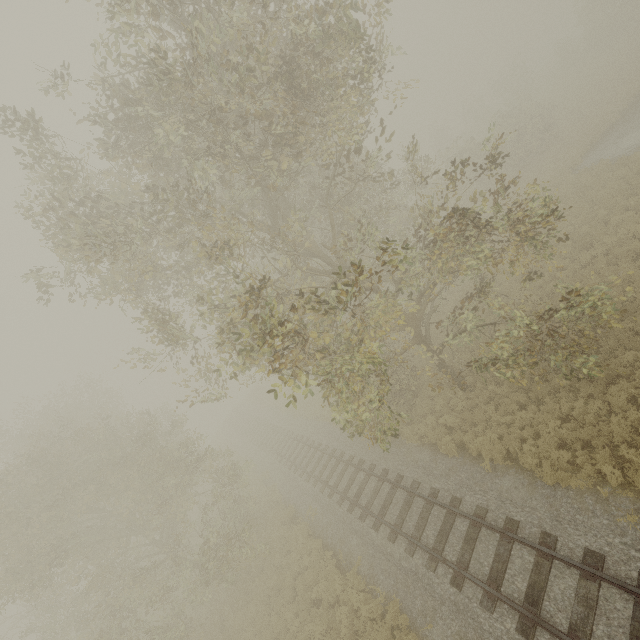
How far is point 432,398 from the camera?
17.3 meters
